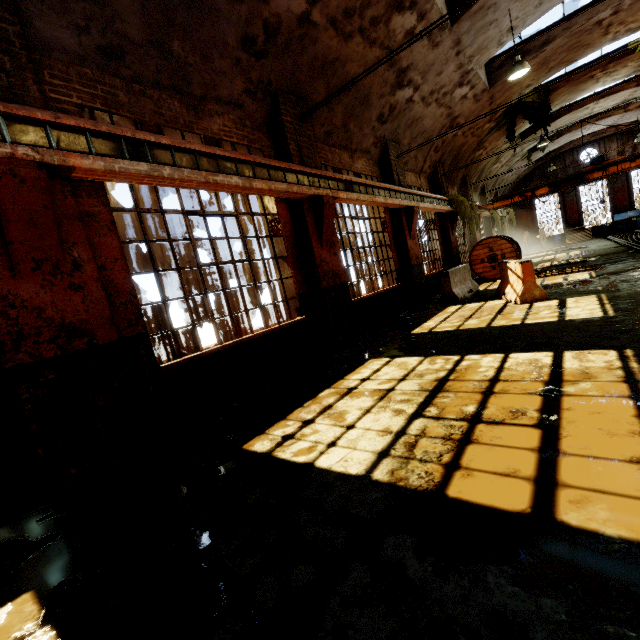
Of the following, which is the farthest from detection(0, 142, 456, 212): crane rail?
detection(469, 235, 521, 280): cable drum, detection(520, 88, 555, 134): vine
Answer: detection(520, 88, 555, 134): vine

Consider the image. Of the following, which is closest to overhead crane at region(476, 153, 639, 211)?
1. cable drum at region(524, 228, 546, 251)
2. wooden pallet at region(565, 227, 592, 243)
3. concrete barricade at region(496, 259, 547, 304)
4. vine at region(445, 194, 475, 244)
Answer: wooden pallet at region(565, 227, 592, 243)

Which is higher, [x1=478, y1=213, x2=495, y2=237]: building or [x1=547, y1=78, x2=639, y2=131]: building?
[x1=547, y1=78, x2=639, y2=131]: building

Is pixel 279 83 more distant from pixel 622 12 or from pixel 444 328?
pixel 622 12

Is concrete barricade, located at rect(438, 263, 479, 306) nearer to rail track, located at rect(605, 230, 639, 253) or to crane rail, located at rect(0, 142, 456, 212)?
crane rail, located at rect(0, 142, 456, 212)

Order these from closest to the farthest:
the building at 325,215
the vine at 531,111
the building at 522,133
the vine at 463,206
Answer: the building at 325,215, the vine at 463,206, the vine at 531,111, the building at 522,133

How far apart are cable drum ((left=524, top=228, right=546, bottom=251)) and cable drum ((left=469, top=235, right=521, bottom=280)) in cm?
1736

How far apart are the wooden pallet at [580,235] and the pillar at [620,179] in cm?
1
